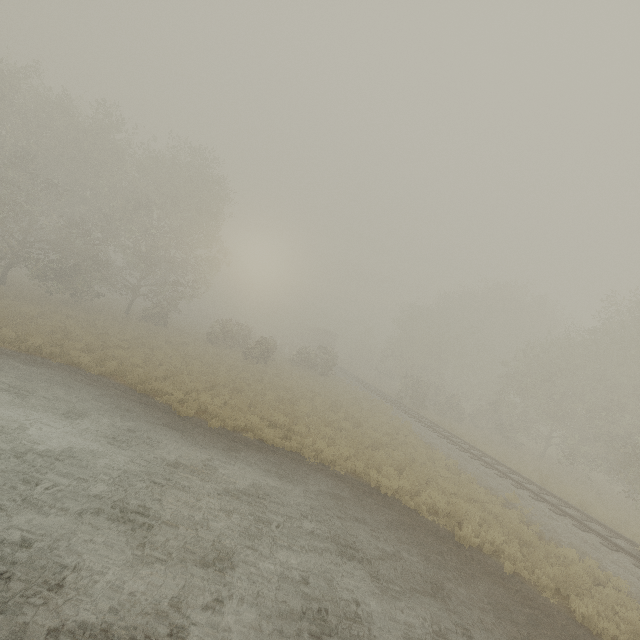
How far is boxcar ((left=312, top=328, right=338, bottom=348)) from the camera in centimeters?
5684cm

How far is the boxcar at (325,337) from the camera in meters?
56.8

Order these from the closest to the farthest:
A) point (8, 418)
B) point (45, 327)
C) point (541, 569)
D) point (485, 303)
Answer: point (8, 418) → point (541, 569) → point (45, 327) → point (485, 303)
